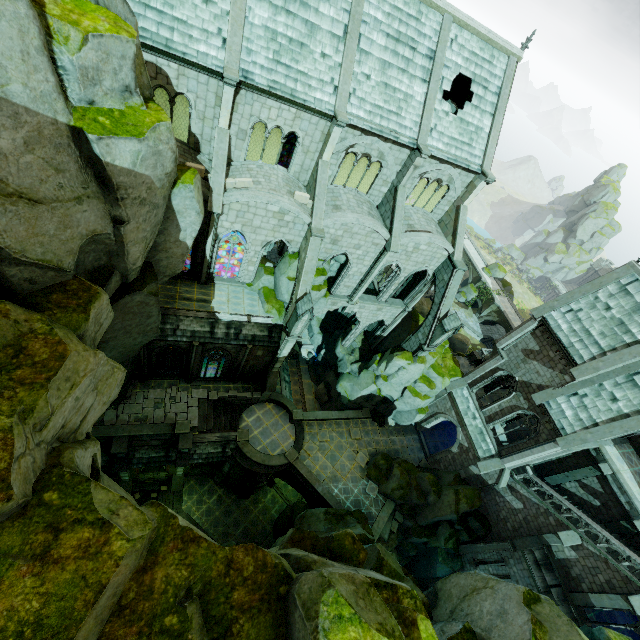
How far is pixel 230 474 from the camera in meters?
28.6

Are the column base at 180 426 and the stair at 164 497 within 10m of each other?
yes

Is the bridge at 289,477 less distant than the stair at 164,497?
Yes

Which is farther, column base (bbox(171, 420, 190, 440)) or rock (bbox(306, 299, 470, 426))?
rock (bbox(306, 299, 470, 426))

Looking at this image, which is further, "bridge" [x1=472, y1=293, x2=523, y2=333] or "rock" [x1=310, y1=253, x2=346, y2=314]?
"bridge" [x1=472, y1=293, x2=523, y2=333]

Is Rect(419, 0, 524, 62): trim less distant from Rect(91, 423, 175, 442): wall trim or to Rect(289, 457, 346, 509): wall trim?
Rect(91, 423, 175, 442): wall trim

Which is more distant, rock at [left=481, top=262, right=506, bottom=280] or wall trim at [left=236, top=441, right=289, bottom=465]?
rock at [left=481, top=262, right=506, bottom=280]

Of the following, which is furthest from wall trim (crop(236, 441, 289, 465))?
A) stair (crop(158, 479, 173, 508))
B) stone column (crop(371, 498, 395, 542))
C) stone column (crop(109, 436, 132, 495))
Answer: stair (crop(158, 479, 173, 508))
